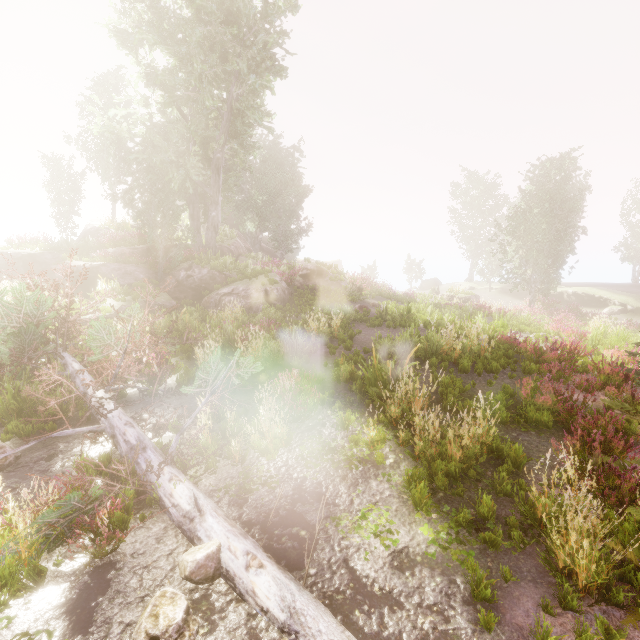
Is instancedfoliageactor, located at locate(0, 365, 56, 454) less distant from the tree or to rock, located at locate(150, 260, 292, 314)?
rock, located at locate(150, 260, 292, 314)

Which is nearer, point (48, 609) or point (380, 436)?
point (48, 609)

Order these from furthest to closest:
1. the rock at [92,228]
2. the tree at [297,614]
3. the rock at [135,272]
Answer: the rock at [92,228]
the rock at [135,272]
the tree at [297,614]

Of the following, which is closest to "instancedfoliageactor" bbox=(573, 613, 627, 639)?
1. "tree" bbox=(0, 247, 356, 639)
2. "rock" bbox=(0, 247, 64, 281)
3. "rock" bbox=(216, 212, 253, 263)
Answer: "rock" bbox=(216, 212, 253, 263)

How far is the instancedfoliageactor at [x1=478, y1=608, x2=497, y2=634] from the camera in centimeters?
320cm

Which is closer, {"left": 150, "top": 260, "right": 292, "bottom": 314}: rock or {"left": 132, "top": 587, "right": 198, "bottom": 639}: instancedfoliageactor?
{"left": 132, "top": 587, "right": 198, "bottom": 639}: instancedfoliageactor

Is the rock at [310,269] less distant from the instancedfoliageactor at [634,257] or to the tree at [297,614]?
the instancedfoliageactor at [634,257]
